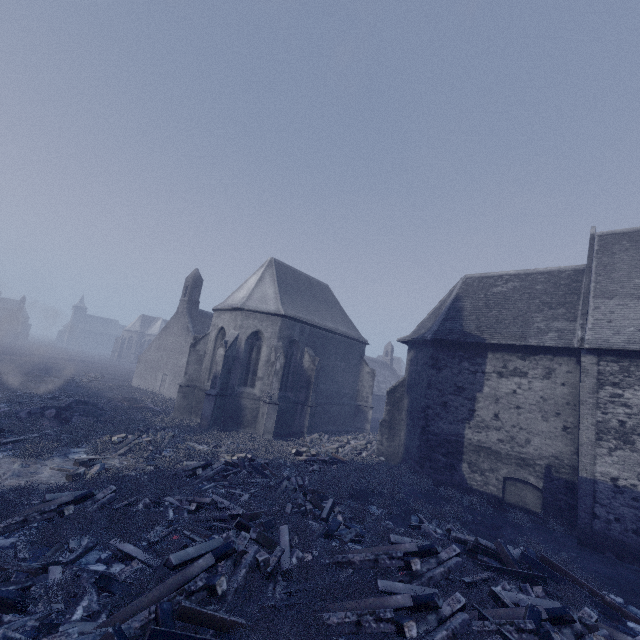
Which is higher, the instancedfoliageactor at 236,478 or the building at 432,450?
the building at 432,450

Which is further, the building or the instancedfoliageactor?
the building

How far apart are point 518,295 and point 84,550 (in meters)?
18.79

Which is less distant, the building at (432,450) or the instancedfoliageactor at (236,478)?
the instancedfoliageactor at (236,478)

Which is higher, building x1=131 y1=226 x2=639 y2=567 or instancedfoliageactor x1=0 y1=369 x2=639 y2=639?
building x1=131 y1=226 x2=639 y2=567
